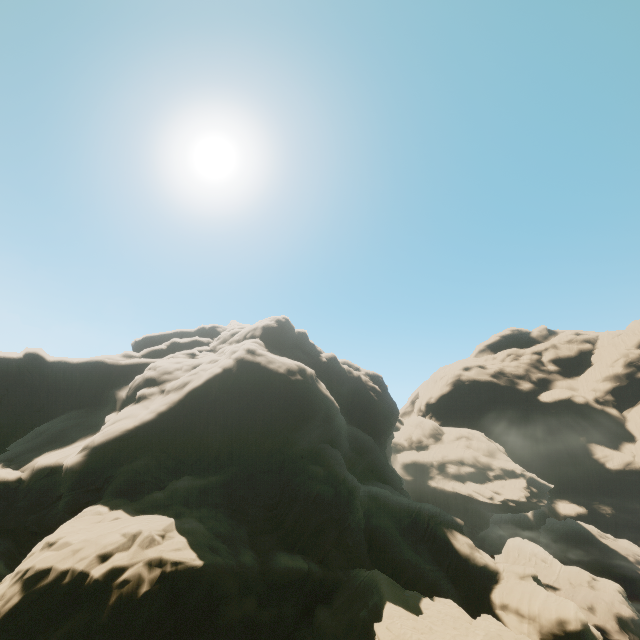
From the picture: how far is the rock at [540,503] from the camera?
58.2m

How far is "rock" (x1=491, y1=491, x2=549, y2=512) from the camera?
58.2 meters

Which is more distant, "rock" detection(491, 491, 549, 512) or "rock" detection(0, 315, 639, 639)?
"rock" detection(491, 491, 549, 512)

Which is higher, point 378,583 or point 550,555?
point 378,583

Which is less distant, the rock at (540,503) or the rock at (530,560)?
the rock at (530,560)
